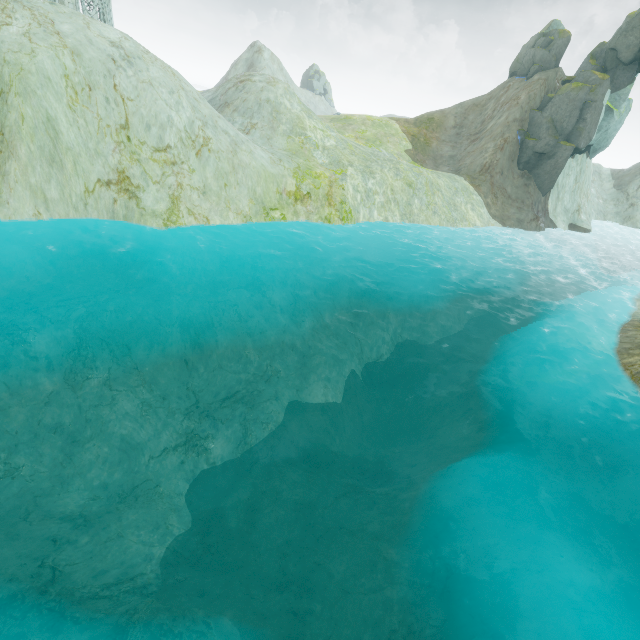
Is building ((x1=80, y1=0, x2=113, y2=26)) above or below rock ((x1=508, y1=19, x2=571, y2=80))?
below

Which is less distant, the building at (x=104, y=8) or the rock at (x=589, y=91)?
the rock at (x=589, y=91)

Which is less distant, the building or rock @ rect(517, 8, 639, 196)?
rock @ rect(517, 8, 639, 196)

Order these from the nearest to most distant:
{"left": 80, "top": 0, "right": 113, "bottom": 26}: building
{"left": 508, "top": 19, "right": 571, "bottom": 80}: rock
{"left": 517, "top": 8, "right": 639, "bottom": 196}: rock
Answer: {"left": 517, "top": 8, "right": 639, "bottom": 196}: rock → {"left": 80, "top": 0, "right": 113, "bottom": 26}: building → {"left": 508, "top": 19, "right": 571, "bottom": 80}: rock

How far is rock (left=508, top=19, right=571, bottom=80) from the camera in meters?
35.5 m

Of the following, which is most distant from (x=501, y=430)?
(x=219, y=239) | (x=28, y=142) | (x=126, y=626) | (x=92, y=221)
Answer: (x=28, y=142)

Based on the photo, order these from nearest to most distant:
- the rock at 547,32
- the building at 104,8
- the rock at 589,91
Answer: the rock at 589,91, the building at 104,8, the rock at 547,32
